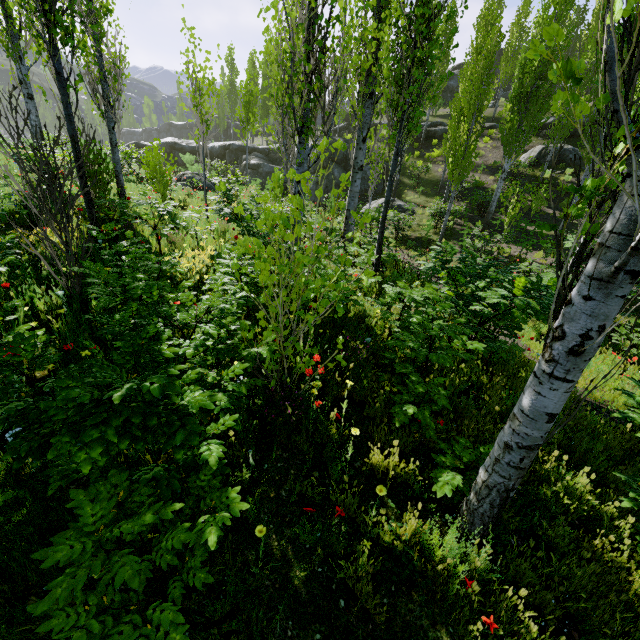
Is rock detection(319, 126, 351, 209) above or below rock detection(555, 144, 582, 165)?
below

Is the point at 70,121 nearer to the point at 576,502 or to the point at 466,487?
the point at 466,487

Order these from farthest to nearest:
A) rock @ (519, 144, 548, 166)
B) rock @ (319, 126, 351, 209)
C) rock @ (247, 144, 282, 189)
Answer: rock @ (247, 144, 282, 189)
rock @ (319, 126, 351, 209)
rock @ (519, 144, 548, 166)

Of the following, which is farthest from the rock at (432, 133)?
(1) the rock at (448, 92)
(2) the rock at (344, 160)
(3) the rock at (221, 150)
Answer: (1) the rock at (448, 92)

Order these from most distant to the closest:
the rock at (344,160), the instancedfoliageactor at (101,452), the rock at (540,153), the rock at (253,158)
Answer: the rock at (253,158), the rock at (344,160), the rock at (540,153), the instancedfoliageactor at (101,452)

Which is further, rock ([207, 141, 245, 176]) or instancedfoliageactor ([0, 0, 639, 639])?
rock ([207, 141, 245, 176])

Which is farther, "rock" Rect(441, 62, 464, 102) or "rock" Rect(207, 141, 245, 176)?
"rock" Rect(441, 62, 464, 102)

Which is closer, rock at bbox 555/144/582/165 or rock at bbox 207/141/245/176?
rock at bbox 555/144/582/165
